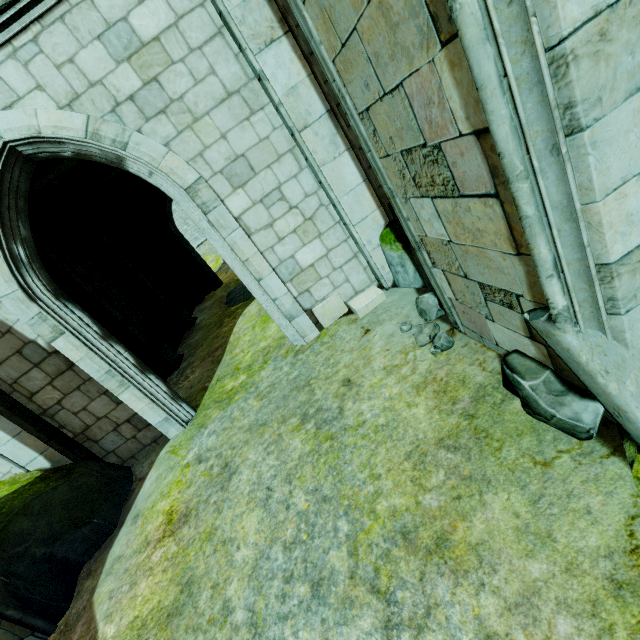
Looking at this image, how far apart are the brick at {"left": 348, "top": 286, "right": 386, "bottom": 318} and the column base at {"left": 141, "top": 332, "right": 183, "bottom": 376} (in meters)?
6.13

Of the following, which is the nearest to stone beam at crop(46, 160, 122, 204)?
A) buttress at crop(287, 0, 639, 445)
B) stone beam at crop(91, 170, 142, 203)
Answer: stone beam at crop(91, 170, 142, 203)

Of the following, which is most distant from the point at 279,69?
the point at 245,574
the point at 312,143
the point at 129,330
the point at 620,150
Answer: the point at 129,330

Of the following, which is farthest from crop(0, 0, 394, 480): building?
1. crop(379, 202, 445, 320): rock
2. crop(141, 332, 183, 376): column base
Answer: crop(141, 332, 183, 376): column base

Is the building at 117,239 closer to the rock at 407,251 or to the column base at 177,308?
the rock at 407,251

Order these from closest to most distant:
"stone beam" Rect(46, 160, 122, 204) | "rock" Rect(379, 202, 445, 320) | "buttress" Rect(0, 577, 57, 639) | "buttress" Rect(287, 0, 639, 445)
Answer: "buttress" Rect(287, 0, 639, 445) < "buttress" Rect(0, 577, 57, 639) < "rock" Rect(379, 202, 445, 320) < "stone beam" Rect(46, 160, 122, 204)

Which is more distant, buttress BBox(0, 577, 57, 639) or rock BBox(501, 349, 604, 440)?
buttress BBox(0, 577, 57, 639)

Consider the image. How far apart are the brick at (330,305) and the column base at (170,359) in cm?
553
